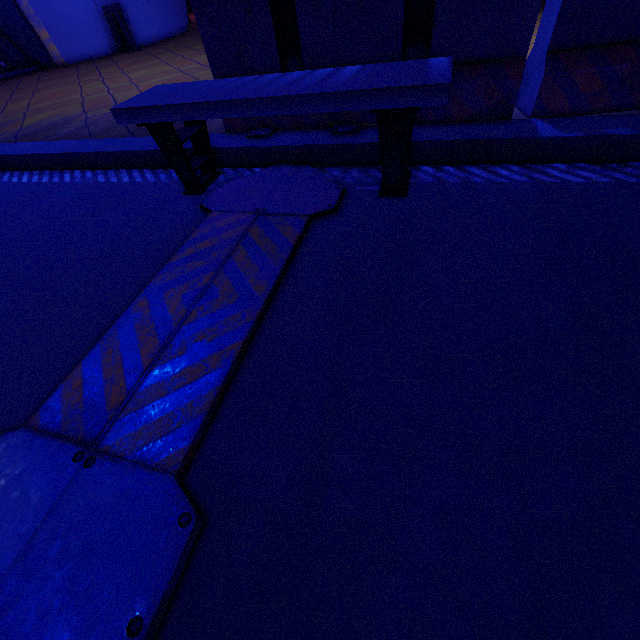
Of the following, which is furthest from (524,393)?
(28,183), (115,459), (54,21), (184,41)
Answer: (54,21)

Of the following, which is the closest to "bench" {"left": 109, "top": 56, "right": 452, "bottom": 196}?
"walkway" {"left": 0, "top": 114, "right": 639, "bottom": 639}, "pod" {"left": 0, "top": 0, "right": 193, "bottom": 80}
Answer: "walkway" {"left": 0, "top": 114, "right": 639, "bottom": 639}

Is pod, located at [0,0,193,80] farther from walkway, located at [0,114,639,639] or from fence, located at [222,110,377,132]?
fence, located at [222,110,377,132]

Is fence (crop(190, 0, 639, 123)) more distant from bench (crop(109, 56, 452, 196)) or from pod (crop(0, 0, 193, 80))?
pod (crop(0, 0, 193, 80))

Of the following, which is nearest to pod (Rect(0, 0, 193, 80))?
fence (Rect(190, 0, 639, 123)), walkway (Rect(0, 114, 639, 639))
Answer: walkway (Rect(0, 114, 639, 639))

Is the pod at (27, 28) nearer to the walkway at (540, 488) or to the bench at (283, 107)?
the walkway at (540, 488)

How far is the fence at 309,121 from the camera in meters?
2.7

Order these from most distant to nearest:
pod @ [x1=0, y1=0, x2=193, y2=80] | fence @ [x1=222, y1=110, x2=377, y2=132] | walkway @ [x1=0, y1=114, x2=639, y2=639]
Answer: pod @ [x1=0, y1=0, x2=193, y2=80]
fence @ [x1=222, y1=110, x2=377, y2=132]
walkway @ [x1=0, y1=114, x2=639, y2=639]
